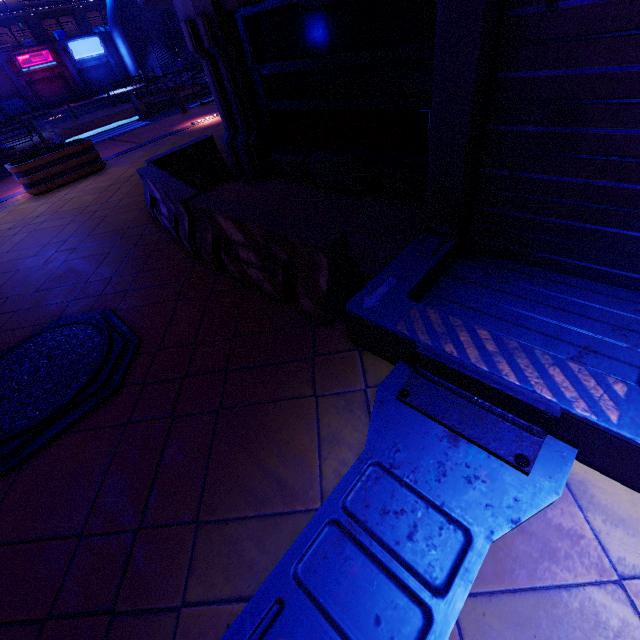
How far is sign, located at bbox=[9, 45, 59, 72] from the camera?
31.0 meters

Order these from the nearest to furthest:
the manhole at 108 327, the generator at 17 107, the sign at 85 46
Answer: the manhole at 108 327, the generator at 17 107, the sign at 85 46

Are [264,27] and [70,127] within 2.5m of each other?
no

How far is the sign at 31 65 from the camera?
31.0 meters

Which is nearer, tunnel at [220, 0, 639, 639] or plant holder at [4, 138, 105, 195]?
tunnel at [220, 0, 639, 639]

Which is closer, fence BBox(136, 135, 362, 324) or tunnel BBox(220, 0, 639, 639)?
tunnel BBox(220, 0, 639, 639)

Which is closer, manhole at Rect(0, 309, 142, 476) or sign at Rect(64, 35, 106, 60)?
manhole at Rect(0, 309, 142, 476)

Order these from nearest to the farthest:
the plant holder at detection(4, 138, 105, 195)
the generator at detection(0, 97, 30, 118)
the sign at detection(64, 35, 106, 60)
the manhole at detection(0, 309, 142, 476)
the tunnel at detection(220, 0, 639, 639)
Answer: the tunnel at detection(220, 0, 639, 639) → the manhole at detection(0, 309, 142, 476) → the plant holder at detection(4, 138, 105, 195) → the generator at detection(0, 97, 30, 118) → the sign at detection(64, 35, 106, 60)
